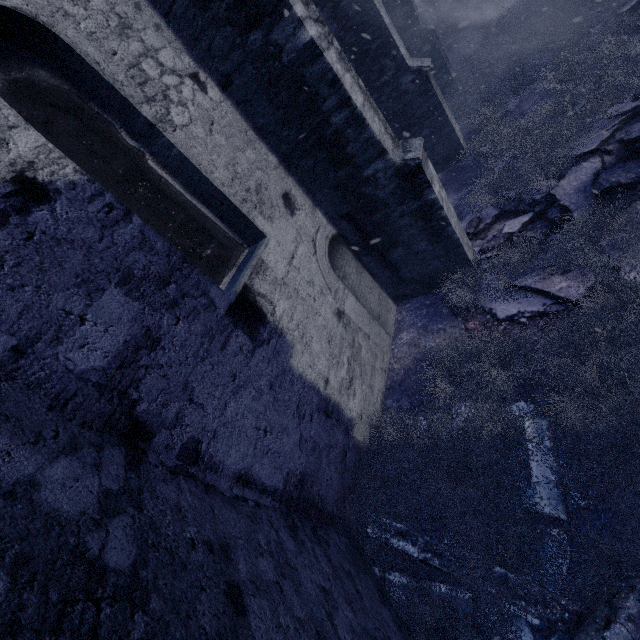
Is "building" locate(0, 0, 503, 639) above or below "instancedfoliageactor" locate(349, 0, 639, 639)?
above

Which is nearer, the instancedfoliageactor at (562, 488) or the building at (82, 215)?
the building at (82, 215)

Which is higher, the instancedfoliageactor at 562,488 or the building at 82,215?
the building at 82,215

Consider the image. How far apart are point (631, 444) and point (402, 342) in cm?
302

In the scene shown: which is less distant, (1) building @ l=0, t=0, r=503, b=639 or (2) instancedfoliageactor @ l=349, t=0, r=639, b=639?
(1) building @ l=0, t=0, r=503, b=639
